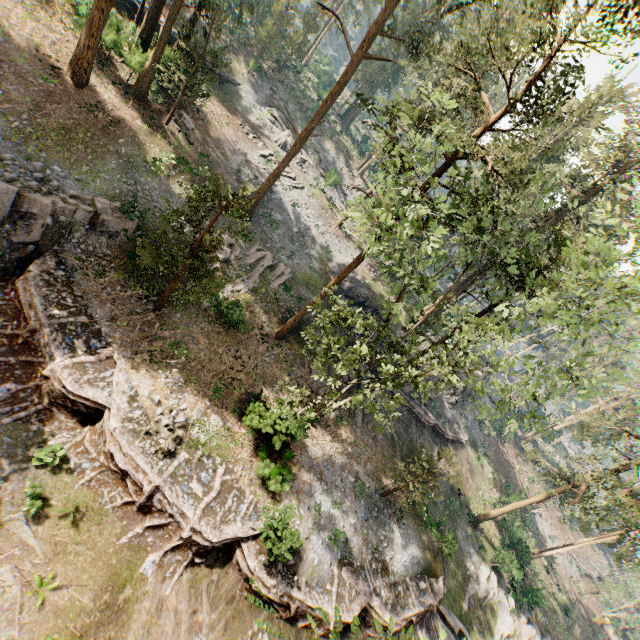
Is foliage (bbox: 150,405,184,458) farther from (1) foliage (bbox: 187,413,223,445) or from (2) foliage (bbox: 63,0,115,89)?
(2) foliage (bbox: 63,0,115,89)

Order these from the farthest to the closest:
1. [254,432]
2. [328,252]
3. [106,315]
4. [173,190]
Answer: [328,252] → [173,190] → [254,432] → [106,315]

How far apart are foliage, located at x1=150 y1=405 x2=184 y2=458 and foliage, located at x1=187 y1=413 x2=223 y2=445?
0.02m

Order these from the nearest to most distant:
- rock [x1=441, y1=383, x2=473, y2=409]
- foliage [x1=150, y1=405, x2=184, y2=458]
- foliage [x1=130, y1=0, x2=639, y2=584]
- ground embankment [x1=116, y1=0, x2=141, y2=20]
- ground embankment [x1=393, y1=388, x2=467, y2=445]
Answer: foliage [x1=130, y1=0, x2=639, y2=584]
foliage [x1=150, y1=405, x2=184, y2=458]
ground embankment [x1=116, y1=0, x2=141, y2=20]
ground embankment [x1=393, y1=388, x2=467, y2=445]
rock [x1=441, y1=383, x2=473, y2=409]

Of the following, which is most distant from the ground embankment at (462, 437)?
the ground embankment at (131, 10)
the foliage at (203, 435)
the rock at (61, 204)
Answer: the ground embankment at (131, 10)

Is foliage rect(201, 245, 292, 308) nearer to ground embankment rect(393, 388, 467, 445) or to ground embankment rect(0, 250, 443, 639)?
ground embankment rect(0, 250, 443, 639)

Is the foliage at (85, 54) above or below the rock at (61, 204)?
above

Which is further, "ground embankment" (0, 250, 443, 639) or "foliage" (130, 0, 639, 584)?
"ground embankment" (0, 250, 443, 639)
